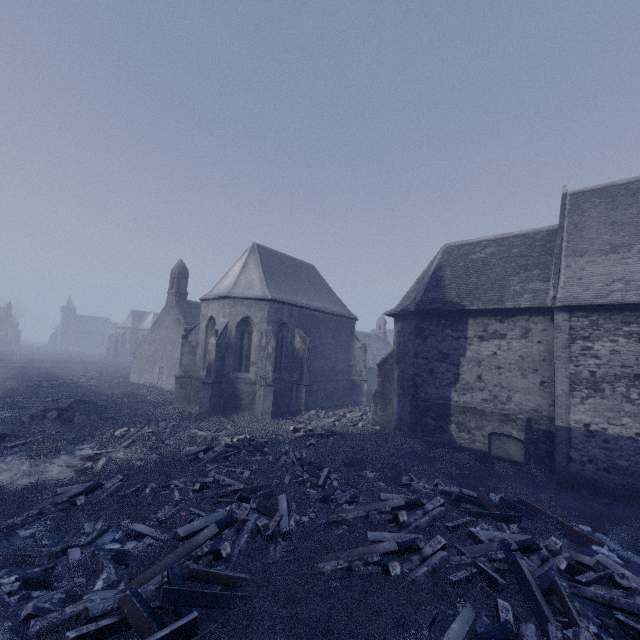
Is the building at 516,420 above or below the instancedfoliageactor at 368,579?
above

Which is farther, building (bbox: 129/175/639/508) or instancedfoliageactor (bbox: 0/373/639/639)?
building (bbox: 129/175/639/508)

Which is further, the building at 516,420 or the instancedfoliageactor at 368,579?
the building at 516,420

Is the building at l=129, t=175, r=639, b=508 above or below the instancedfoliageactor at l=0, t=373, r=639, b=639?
above

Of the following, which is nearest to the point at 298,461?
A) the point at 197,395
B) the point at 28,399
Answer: the point at 197,395
